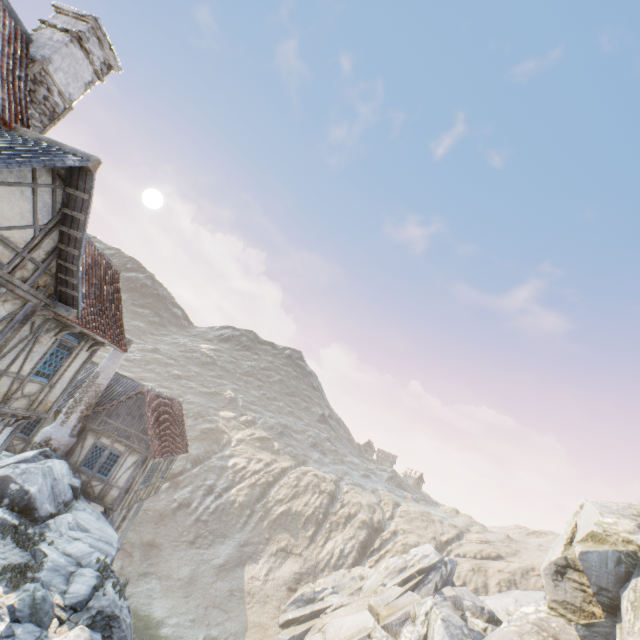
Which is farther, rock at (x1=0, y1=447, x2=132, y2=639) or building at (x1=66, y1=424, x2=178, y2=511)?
building at (x1=66, y1=424, x2=178, y2=511)

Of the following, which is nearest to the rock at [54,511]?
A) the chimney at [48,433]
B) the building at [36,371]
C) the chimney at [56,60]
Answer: the chimney at [48,433]

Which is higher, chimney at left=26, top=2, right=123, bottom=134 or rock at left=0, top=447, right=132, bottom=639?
chimney at left=26, top=2, right=123, bottom=134

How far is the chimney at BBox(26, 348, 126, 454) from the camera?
16.53m

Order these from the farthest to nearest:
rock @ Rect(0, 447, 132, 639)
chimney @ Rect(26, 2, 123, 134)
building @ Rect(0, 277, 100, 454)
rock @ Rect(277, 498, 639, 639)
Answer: rock @ Rect(277, 498, 639, 639) → chimney @ Rect(26, 2, 123, 134) → rock @ Rect(0, 447, 132, 639) → building @ Rect(0, 277, 100, 454)

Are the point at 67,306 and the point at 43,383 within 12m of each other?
yes

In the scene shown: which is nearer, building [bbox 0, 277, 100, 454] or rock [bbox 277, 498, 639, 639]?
building [bbox 0, 277, 100, 454]

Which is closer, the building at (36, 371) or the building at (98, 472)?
the building at (36, 371)
